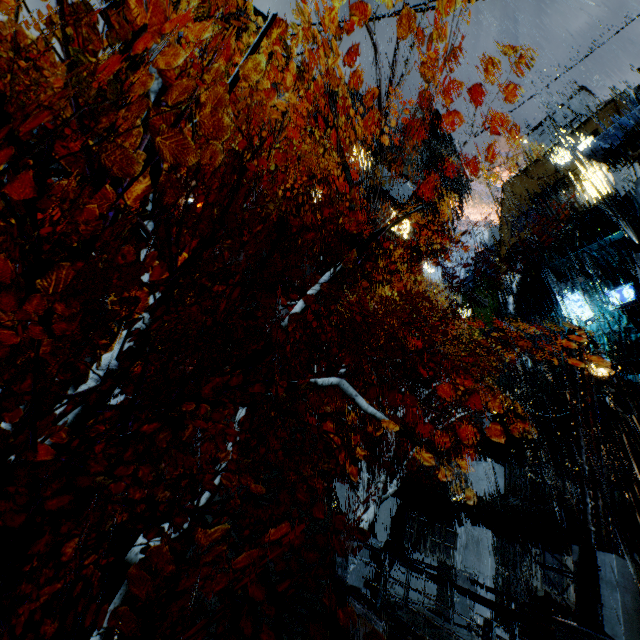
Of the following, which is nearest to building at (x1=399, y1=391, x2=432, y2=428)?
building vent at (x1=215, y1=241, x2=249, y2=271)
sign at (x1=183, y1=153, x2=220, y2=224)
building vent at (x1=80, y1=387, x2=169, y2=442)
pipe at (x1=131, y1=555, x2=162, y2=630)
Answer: building vent at (x1=215, y1=241, x2=249, y2=271)

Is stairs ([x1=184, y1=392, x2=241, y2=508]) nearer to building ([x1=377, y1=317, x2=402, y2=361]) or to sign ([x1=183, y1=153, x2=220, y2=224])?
building ([x1=377, y1=317, x2=402, y2=361])

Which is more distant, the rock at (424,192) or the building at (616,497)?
the rock at (424,192)

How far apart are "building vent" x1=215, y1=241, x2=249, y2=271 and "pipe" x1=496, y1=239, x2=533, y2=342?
21.4m

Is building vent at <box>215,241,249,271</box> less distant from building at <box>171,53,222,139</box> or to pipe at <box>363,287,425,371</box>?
building at <box>171,53,222,139</box>

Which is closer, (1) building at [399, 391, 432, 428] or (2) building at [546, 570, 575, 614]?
(2) building at [546, 570, 575, 614]

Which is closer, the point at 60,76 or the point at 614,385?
the point at 614,385

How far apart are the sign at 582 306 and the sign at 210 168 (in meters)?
25.94
